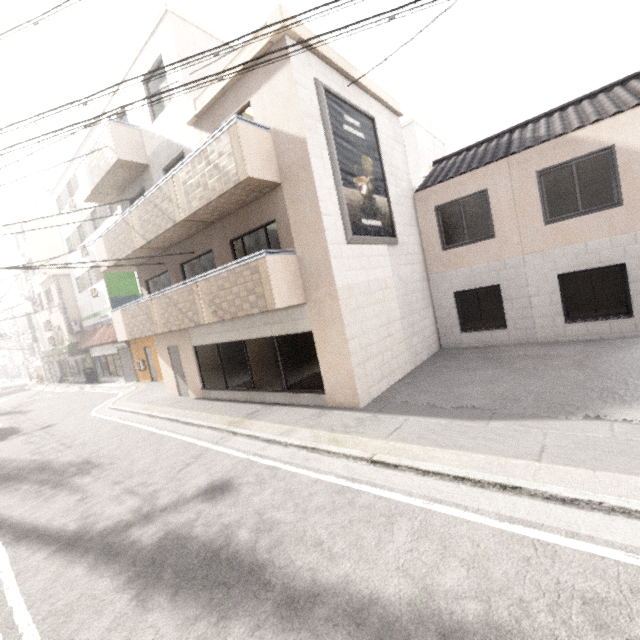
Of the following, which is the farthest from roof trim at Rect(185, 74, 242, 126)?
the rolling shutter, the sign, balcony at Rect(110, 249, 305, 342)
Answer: Result: the rolling shutter

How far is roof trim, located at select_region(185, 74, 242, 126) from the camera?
8.3 meters

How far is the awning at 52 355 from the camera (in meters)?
23.97

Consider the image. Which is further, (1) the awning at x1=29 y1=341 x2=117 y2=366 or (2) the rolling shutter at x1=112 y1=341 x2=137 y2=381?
(1) the awning at x1=29 y1=341 x2=117 y2=366

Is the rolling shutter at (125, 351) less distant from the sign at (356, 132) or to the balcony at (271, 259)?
the balcony at (271, 259)

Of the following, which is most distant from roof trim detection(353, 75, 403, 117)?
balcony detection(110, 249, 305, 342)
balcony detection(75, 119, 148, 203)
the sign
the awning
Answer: the awning

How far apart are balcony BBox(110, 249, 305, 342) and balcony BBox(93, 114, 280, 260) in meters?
1.6 m

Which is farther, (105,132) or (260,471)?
(105,132)
